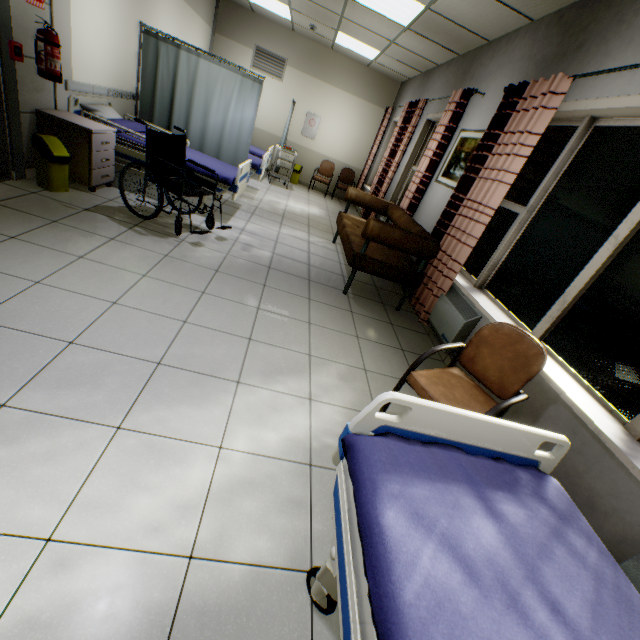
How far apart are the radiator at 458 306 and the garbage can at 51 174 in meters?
4.3

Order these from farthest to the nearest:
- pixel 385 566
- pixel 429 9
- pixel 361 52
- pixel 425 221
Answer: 1. pixel 361 52
2. pixel 425 221
3. pixel 429 9
4. pixel 385 566

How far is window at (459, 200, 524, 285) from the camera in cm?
319

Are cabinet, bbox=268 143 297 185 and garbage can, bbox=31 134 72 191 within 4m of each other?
no

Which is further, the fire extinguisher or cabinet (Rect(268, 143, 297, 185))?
cabinet (Rect(268, 143, 297, 185))

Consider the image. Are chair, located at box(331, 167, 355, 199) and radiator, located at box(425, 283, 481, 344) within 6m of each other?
no

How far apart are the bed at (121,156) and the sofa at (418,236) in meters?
1.6

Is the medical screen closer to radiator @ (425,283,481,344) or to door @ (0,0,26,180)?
door @ (0,0,26,180)
